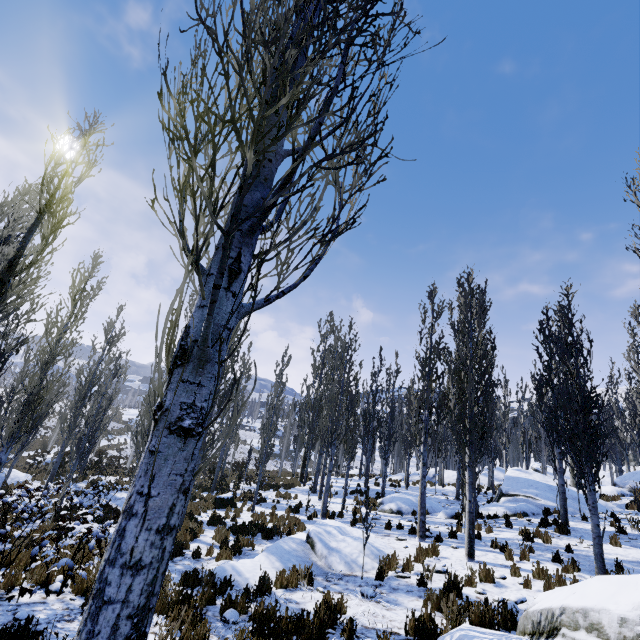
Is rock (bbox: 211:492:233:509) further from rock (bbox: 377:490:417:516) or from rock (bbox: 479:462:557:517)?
rock (bbox: 479:462:557:517)

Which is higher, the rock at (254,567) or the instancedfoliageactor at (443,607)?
the instancedfoliageactor at (443,607)

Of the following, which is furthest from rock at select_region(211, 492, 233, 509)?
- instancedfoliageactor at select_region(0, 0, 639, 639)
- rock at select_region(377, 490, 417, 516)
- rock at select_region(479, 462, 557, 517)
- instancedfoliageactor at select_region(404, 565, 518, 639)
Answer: instancedfoliageactor at select_region(404, 565, 518, 639)

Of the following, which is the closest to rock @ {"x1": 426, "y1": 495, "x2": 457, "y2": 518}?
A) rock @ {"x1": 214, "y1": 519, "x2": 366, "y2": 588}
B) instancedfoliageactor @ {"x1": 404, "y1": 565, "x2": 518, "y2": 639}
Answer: rock @ {"x1": 214, "y1": 519, "x2": 366, "y2": 588}

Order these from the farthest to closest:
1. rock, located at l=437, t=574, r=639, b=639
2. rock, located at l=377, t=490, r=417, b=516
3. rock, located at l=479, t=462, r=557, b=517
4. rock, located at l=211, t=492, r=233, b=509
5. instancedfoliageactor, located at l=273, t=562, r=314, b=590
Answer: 1. rock, located at l=211, t=492, r=233, b=509
2. rock, located at l=377, t=490, r=417, b=516
3. rock, located at l=479, t=462, r=557, b=517
4. instancedfoliageactor, located at l=273, t=562, r=314, b=590
5. rock, located at l=437, t=574, r=639, b=639

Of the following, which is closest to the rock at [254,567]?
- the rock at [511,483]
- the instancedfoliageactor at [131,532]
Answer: the instancedfoliageactor at [131,532]

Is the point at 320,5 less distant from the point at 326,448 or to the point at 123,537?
the point at 123,537

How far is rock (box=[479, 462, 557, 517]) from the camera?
14.4m
